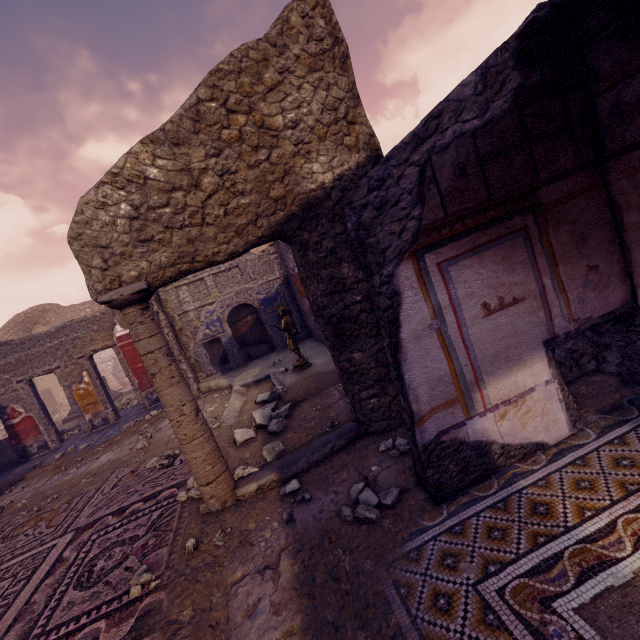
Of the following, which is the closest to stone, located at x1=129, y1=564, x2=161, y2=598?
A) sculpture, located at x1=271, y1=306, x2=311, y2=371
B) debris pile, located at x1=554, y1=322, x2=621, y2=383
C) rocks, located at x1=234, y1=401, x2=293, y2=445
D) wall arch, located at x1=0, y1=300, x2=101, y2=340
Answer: rocks, located at x1=234, y1=401, x2=293, y2=445

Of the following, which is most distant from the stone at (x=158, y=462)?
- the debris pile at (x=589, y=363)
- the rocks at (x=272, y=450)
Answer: the debris pile at (x=589, y=363)

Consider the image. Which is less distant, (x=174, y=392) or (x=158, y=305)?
(x=174, y=392)

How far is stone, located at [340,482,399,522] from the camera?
2.24m

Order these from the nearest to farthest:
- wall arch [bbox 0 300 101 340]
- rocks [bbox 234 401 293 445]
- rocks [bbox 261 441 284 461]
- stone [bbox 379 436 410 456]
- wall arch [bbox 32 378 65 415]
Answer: stone [bbox 379 436 410 456], rocks [bbox 261 441 284 461], rocks [bbox 234 401 293 445], wall arch [bbox 32 378 65 415], wall arch [bbox 0 300 101 340]

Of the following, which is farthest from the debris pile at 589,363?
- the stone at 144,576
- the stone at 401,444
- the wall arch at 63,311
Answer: the wall arch at 63,311

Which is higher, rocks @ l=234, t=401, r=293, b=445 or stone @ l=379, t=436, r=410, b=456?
rocks @ l=234, t=401, r=293, b=445

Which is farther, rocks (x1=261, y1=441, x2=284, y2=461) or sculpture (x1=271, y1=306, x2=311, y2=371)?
sculpture (x1=271, y1=306, x2=311, y2=371)
